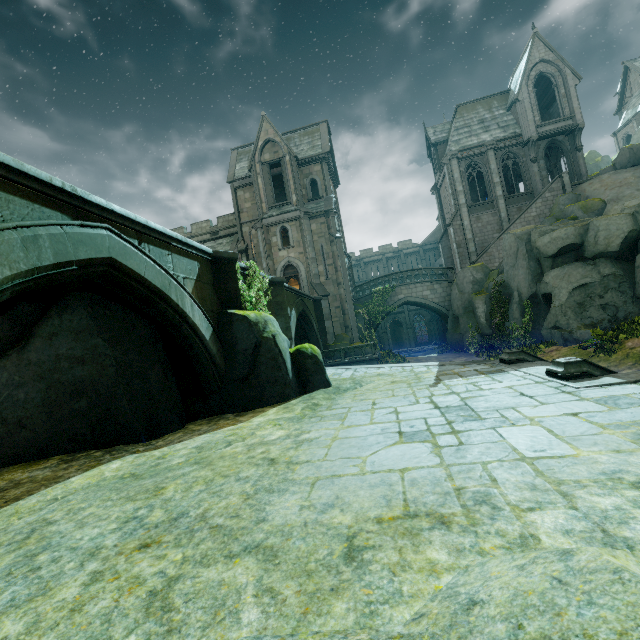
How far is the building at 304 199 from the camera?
26.6 meters

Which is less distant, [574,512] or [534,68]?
[574,512]

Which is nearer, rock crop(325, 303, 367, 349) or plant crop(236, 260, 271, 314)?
plant crop(236, 260, 271, 314)

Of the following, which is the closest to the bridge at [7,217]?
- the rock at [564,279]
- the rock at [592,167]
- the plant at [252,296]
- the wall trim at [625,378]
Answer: the plant at [252,296]

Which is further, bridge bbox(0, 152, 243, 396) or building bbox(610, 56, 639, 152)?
building bbox(610, 56, 639, 152)

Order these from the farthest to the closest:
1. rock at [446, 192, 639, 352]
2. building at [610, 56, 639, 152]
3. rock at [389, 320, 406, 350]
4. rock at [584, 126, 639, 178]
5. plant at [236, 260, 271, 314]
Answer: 1. rock at [389, 320, 406, 350]
2. building at [610, 56, 639, 152]
3. rock at [584, 126, 639, 178]
4. rock at [446, 192, 639, 352]
5. plant at [236, 260, 271, 314]

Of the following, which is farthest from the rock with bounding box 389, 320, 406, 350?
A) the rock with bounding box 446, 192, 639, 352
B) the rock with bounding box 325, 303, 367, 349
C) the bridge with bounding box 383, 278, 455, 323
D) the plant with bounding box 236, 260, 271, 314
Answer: the plant with bounding box 236, 260, 271, 314

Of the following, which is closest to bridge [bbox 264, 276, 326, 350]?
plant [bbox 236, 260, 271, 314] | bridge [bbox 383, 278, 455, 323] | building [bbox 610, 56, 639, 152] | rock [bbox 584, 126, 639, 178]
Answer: plant [bbox 236, 260, 271, 314]
